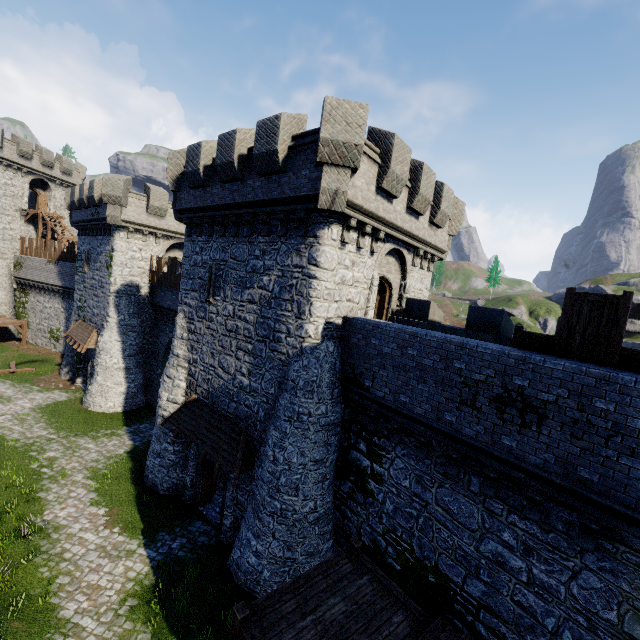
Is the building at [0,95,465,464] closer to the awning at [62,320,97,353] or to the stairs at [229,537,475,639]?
the awning at [62,320,97,353]

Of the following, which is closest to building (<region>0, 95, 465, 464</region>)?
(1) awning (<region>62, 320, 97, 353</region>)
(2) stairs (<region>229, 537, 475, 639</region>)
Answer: (1) awning (<region>62, 320, 97, 353</region>)

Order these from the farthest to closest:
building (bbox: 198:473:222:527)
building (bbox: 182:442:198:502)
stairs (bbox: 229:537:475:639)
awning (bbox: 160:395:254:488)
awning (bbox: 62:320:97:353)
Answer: awning (bbox: 62:320:97:353) < building (bbox: 182:442:198:502) < building (bbox: 198:473:222:527) < awning (bbox: 160:395:254:488) < stairs (bbox: 229:537:475:639)

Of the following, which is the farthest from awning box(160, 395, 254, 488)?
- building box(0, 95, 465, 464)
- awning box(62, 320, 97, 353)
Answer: awning box(62, 320, 97, 353)

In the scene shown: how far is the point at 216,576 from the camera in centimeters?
1174cm

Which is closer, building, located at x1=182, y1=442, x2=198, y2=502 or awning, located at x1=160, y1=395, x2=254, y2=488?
awning, located at x1=160, y1=395, x2=254, y2=488

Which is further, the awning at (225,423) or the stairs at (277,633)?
the awning at (225,423)

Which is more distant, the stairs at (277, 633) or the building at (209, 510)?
the building at (209, 510)
